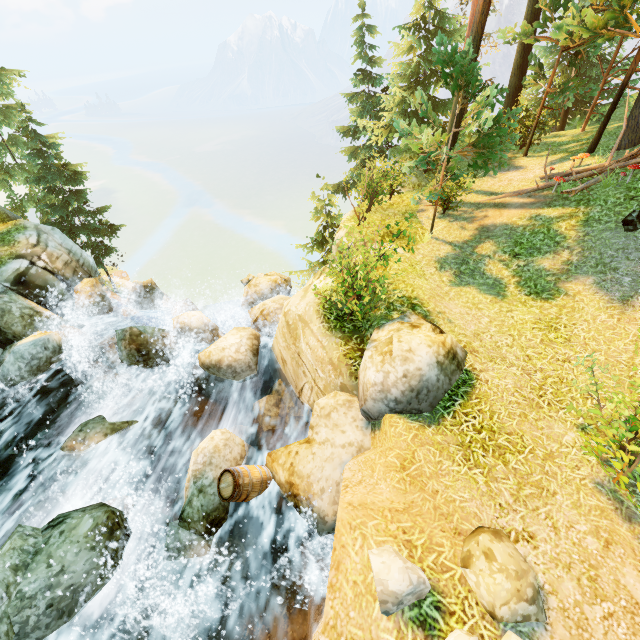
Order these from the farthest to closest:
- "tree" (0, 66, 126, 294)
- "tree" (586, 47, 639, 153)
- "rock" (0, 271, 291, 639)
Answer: "tree" (0, 66, 126, 294) < "tree" (586, 47, 639, 153) < "rock" (0, 271, 291, 639)

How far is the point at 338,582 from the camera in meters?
3.9

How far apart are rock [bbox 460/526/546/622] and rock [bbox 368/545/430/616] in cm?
38

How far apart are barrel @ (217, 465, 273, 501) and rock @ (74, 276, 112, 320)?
11.8 meters

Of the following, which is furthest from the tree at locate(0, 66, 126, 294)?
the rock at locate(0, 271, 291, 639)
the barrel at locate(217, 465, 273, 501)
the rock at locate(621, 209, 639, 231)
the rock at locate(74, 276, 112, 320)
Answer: the barrel at locate(217, 465, 273, 501)

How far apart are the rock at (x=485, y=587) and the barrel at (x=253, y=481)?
4.12m

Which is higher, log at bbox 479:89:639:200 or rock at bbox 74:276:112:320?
log at bbox 479:89:639:200

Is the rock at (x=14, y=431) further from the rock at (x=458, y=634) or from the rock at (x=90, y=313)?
the rock at (x=90, y=313)
